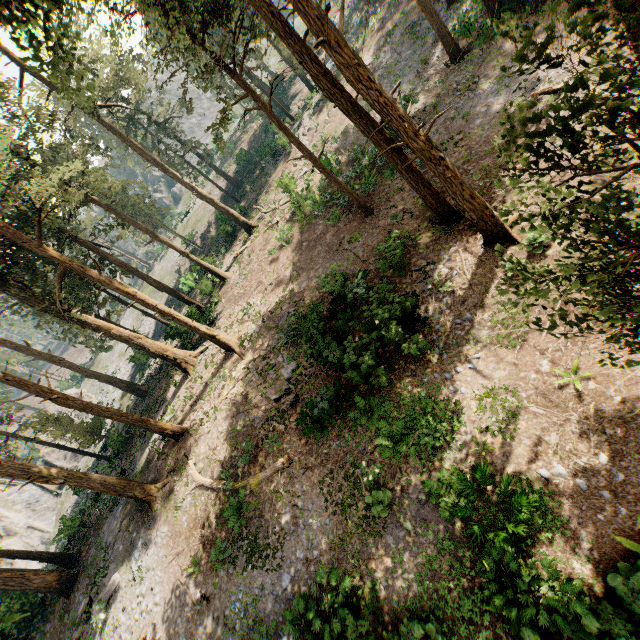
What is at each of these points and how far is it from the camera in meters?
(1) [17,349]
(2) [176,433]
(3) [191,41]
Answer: (1) foliage, 26.9 m
(2) foliage, 19.5 m
(3) foliage, 39.9 m

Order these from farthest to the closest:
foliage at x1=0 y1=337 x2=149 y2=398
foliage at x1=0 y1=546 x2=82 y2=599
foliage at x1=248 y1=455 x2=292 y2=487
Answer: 1. foliage at x1=0 y1=337 x2=149 y2=398
2. foliage at x1=0 y1=546 x2=82 y2=599
3. foliage at x1=248 y1=455 x2=292 y2=487

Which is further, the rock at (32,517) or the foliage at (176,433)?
the rock at (32,517)

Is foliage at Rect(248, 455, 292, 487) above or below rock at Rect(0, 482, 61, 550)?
below

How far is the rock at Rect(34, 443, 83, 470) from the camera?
41.3m

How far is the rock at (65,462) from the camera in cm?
4131

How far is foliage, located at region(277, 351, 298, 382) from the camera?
17.1m
